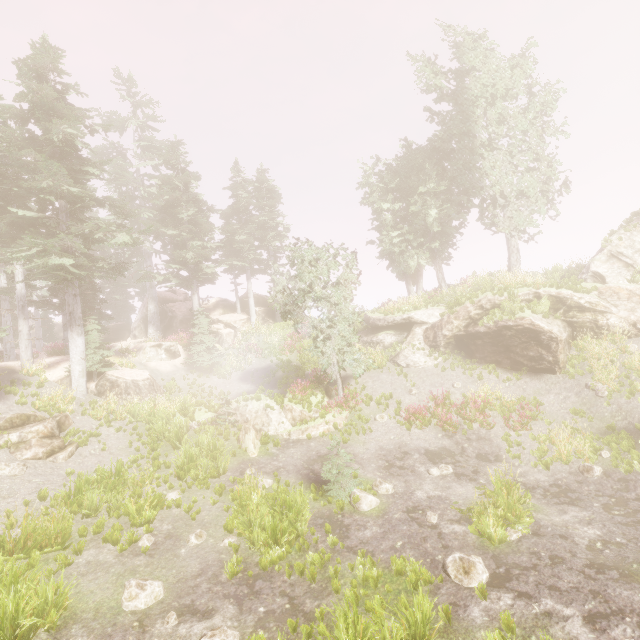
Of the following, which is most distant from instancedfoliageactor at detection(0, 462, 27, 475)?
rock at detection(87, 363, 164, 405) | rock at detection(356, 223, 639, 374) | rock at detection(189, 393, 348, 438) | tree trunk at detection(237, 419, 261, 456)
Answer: tree trunk at detection(237, 419, 261, 456)

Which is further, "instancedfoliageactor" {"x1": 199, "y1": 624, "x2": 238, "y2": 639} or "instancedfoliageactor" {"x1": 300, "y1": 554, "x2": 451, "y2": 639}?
"instancedfoliageactor" {"x1": 199, "y1": 624, "x2": 238, "y2": 639}

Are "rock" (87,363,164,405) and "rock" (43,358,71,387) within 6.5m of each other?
yes

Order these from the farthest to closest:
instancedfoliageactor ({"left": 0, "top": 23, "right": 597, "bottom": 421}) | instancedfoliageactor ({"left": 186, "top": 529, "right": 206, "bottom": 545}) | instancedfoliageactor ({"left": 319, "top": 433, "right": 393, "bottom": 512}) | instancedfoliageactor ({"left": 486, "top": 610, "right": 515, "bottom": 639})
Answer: instancedfoliageactor ({"left": 0, "top": 23, "right": 597, "bottom": 421})
instancedfoliageactor ({"left": 319, "top": 433, "right": 393, "bottom": 512})
instancedfoliageactor ({"left": 186, "top": 529, "right": 206, "bottom": 545})
instancedfoliageactor ({"left": 486, "top": 610, "right": 515, "bottom": 639})

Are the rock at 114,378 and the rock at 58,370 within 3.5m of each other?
yes

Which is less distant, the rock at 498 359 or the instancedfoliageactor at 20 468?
the instancedfoliageactor at 20 468

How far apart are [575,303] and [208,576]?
20.7 meters
